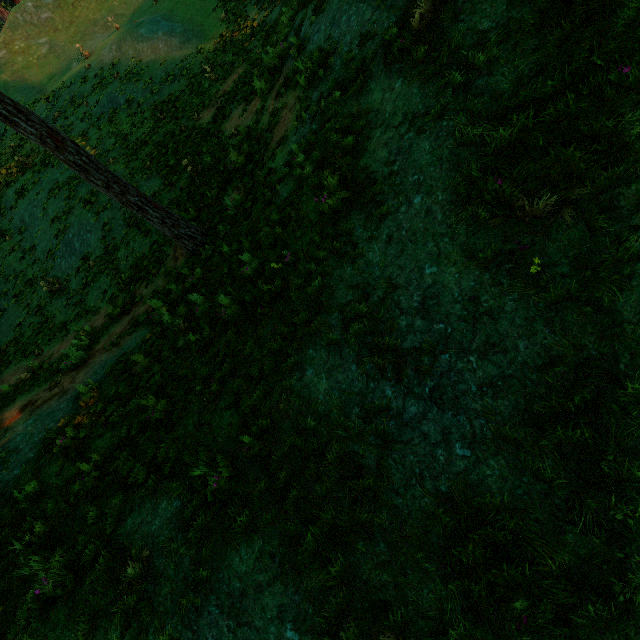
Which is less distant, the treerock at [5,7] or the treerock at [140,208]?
the treerock at [140,208]

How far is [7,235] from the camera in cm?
1670

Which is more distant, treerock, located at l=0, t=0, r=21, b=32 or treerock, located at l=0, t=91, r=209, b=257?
treerock, located at l=0, t=0, r=21, b=32

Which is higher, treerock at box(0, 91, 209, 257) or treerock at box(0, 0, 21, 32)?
treerock at box(0, 0, 21, 32)

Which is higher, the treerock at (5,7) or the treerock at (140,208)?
the treerock at (5,7)
